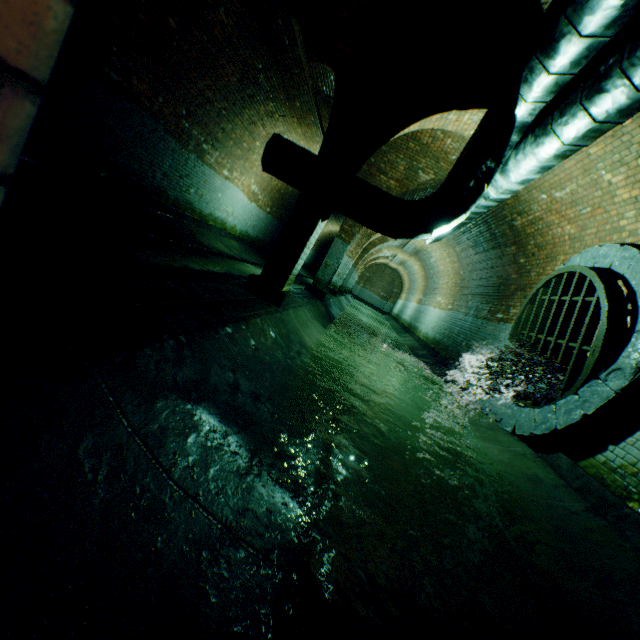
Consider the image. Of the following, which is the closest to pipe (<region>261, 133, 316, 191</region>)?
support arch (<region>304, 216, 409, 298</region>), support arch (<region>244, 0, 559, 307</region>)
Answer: support arch (<region>244, 0, 559, 307</region>)

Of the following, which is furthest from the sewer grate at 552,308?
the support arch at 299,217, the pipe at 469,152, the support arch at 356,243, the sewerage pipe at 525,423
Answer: the support arch at 356,243

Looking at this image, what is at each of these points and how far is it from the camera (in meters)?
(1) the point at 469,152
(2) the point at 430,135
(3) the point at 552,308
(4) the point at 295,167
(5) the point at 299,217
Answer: (1) pipe, 4.68
(2) building tunnel, 6.80
(3) sewer grate, 5.54
(4) pipe, 5.00
(5) support arch, 4.70

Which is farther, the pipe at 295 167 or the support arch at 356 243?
the support arch at 356 243

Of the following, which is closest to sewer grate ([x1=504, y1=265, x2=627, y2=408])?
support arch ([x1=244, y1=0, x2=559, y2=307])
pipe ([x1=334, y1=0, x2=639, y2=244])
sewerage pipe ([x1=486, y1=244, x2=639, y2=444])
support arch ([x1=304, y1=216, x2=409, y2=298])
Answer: sewerage pipe ([x1=486, y1=244, x2=639, y2=444])

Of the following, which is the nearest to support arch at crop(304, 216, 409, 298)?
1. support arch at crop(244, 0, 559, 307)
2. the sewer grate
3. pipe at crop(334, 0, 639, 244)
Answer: pipe at crop(334, 0, 639, 244)

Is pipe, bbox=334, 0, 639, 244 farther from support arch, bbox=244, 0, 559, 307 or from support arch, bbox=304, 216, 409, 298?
support arch, bbox=304, 216, 409, 298

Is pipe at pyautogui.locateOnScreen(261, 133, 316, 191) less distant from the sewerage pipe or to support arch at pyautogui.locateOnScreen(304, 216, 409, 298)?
support arch at pyautogui.locateOnScreen(304, 216, 409, 298)
